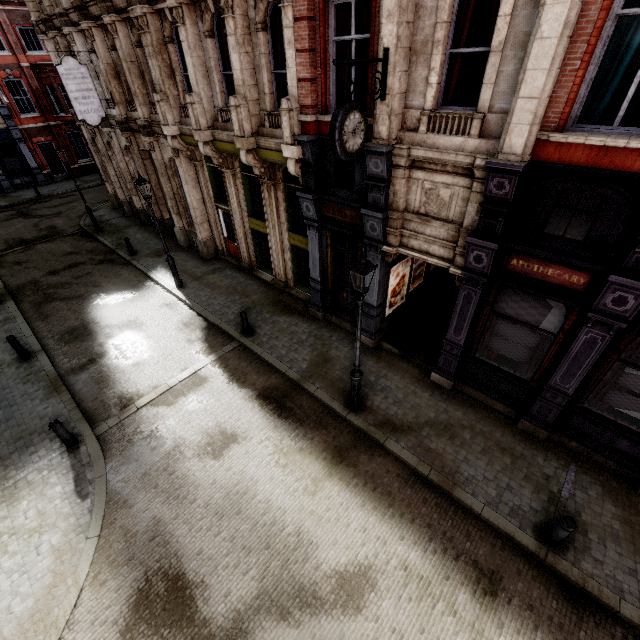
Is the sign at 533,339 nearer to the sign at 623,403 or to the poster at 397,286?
the sign at 623,403

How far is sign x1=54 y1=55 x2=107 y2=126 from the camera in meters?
13.6 m

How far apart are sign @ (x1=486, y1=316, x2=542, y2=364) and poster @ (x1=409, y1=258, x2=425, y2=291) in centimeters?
377cm

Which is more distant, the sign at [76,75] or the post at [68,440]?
the sign at [76,75]

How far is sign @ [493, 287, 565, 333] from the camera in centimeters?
691cm

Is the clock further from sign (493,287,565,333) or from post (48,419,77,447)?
post (48,419,77,447)

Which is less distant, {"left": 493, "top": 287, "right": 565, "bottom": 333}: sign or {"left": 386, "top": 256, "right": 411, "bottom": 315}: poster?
{"left": 493, "top": 287, "right": 565, "bottom": 333}: sign

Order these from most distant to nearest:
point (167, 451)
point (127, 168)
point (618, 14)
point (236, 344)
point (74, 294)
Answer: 1. point (127, 168)
2. point (74, 294)
3. point (236, 344)
4. point (167, 451)
5. point (618, 14)
